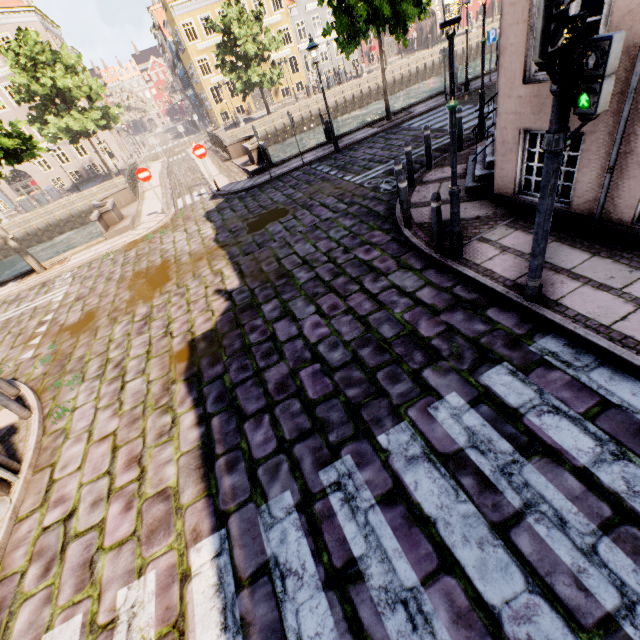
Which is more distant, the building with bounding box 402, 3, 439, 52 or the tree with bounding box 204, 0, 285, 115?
the building with bounding box 402, 3, 439, 52

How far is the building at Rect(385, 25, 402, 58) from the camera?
40.3m

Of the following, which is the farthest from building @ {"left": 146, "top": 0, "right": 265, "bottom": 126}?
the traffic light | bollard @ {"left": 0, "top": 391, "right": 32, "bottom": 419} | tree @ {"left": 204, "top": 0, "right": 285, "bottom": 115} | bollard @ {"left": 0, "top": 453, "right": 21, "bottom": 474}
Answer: the traffic light

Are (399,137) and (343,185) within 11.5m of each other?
yes

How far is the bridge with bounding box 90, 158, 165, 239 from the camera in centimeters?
1383cm

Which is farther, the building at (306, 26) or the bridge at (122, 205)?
the building at (306, 26)

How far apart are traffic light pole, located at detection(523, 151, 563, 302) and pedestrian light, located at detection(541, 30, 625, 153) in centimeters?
4cm

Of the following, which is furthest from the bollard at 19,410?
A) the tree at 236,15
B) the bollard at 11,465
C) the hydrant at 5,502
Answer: the tree at 236,15
